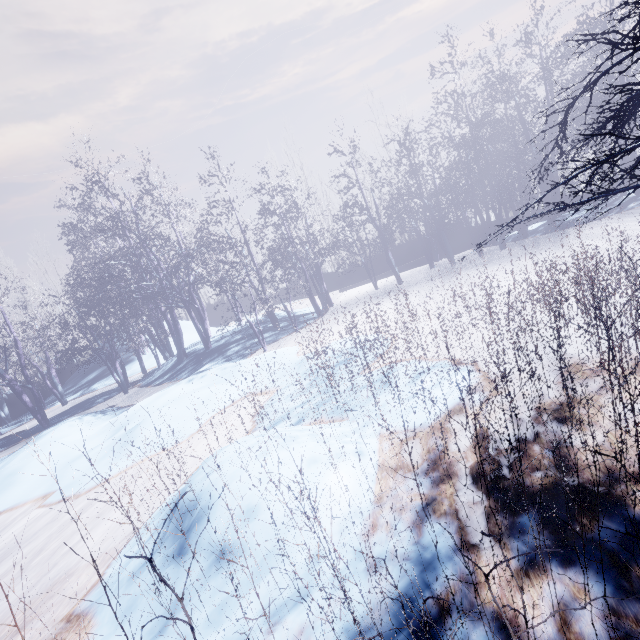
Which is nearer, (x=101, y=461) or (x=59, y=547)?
(x=59, y=547)
